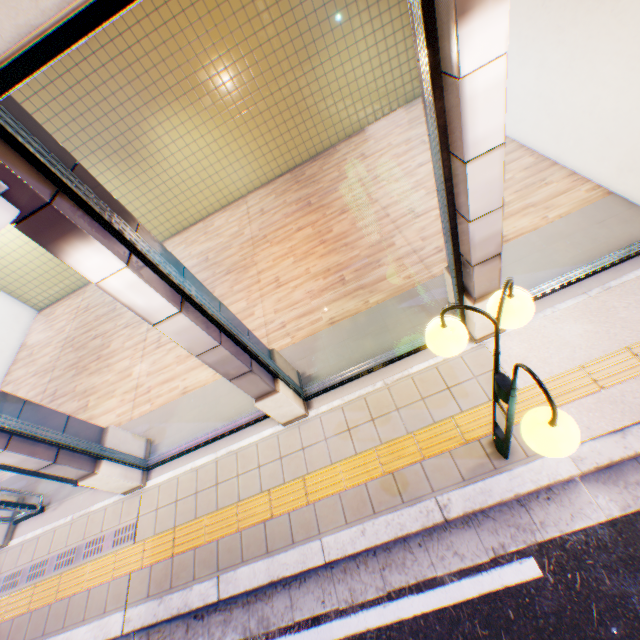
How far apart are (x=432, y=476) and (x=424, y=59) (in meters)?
3.77

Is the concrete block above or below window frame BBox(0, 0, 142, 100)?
above

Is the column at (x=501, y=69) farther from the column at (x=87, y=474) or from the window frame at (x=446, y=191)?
the column at (x=87, y=474)

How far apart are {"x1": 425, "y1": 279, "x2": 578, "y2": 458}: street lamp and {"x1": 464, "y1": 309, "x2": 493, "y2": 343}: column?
0.9m

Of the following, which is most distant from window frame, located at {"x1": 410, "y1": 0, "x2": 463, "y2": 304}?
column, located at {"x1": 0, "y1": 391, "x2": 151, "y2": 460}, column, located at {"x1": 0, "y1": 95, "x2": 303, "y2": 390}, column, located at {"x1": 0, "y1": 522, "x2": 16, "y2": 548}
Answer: column, located at {"x1": 0, "y1": 522, "x2": 16, "y2": 548}

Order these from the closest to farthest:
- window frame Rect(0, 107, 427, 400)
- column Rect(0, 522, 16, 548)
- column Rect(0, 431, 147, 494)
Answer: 1. window frame Rect(0, 107, 427, 400)
2. column Rect(0, 431, 147, 494)
3. column Rect(0, 522, 16, 548)

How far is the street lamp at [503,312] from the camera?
1.73m

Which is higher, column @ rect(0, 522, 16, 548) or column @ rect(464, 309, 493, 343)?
column @ rect(464, 309, 493, 343)
